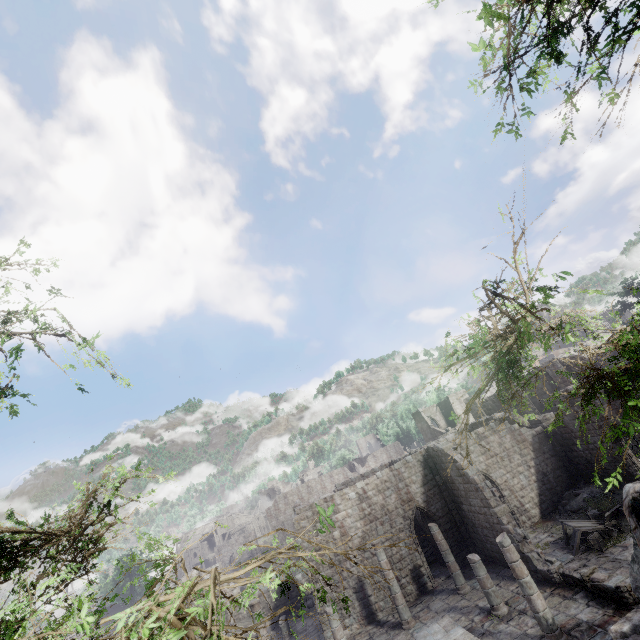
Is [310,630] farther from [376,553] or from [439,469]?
[439,469]

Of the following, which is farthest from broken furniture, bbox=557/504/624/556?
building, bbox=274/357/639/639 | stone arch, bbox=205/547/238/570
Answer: stone arch, bbox=205/547/238/570

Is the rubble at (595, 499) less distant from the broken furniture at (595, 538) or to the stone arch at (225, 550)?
the broken furniture at (595, 538)

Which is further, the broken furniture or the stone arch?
the stone arch

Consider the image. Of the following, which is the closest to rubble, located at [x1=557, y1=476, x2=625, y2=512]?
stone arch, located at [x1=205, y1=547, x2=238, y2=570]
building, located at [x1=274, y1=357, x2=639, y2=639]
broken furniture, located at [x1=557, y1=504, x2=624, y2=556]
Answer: building, located at [x1=274, y1=357, x2=639, y2=639]

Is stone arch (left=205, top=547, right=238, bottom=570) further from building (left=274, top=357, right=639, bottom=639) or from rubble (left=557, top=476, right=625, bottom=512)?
rubble (left=557, top=476, right=625, bottom=512)

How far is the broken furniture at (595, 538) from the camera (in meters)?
15.79

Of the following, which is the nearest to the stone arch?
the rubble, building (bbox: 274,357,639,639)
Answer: building (bbox: 274,357,639,639)
